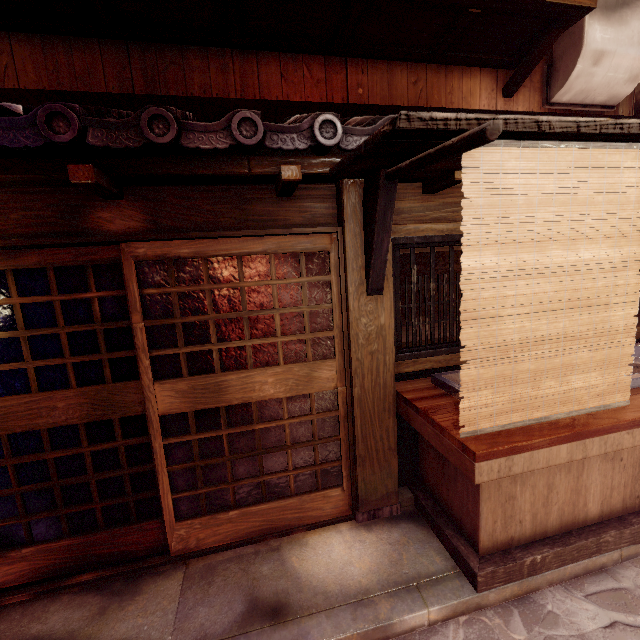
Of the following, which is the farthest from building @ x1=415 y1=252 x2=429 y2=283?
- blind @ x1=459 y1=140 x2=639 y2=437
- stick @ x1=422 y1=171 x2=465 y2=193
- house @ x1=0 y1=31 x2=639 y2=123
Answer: blind @ x1=459 y1=140 x2=639 y2=437

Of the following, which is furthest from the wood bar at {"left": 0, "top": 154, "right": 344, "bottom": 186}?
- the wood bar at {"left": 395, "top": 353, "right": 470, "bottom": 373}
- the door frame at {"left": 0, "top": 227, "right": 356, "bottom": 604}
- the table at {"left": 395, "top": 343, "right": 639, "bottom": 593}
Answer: the table at {"left": 395, "top": 343, "right": 639, "bottom": 593}

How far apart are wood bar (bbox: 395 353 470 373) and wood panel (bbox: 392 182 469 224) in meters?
2.3 m

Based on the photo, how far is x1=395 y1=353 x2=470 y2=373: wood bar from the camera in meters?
5.6

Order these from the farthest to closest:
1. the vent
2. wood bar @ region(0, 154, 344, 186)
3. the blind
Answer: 1. the vent
2. wood bar @ region(0, 154, 344, 186)
3. the blind

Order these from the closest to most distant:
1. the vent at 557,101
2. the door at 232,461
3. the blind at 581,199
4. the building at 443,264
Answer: the blind at 581,199, the door at 232,461, the vent at 557,101, the building at 443,264

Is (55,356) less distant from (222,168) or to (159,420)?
(159,420)

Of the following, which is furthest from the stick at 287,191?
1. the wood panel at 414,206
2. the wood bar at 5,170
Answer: the wood panel at 414,206
